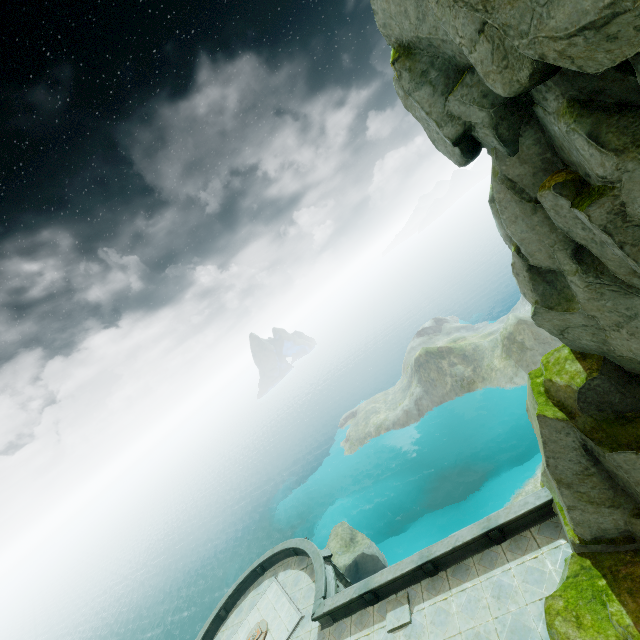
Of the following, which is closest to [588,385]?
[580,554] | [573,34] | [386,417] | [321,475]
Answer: [580,554]

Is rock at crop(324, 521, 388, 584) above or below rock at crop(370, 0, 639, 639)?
below

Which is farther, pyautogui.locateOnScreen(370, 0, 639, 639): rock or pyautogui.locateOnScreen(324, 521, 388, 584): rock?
pyautogui.locateOnScreen(324, 521, 388, 584): rock

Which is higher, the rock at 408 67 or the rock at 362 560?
the rock at 408 67

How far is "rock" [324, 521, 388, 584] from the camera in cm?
3028

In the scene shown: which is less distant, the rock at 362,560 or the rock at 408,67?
the rock at 408,67
